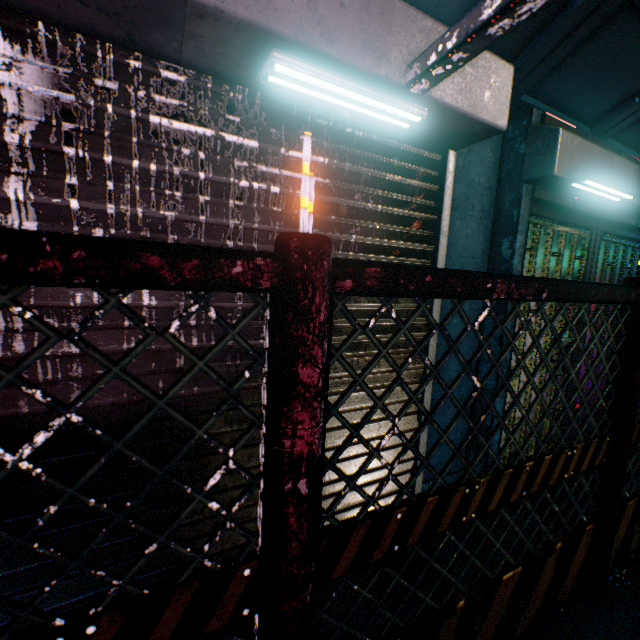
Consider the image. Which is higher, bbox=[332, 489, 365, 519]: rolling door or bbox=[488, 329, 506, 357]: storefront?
bbox=[488, 329, 506, 357]: storefront

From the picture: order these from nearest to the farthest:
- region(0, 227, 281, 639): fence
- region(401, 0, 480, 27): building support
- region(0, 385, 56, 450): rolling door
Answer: region(0, 227, 281, 639): fence → region(0, 385, 56, 450): rolling door → region(401, 0, 480, 27): building support

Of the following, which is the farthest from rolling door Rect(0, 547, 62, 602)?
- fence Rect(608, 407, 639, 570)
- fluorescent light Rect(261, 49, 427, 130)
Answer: fence Rect(608, 407, 639, 570)

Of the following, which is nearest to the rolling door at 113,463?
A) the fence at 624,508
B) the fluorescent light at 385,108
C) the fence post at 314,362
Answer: the fluorescent light at 385,108

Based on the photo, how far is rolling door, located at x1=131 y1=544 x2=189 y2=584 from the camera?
1.39m

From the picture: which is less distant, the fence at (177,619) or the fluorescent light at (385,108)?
the fence at (177,619)

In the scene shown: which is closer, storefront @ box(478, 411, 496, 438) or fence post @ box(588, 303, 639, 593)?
fence post @ box(588, 303, 639, 593)

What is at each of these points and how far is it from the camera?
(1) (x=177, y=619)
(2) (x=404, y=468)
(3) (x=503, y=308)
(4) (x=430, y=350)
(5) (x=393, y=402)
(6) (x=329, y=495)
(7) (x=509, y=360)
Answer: (1) fence, 0.8 meters
(2) rolling door, 2.0 meters
(3) storefront, 2.4 meters
(4) rolling door, 1.9 meters
(5) rolling door, 1.9 meters
(6) rolling door, 1.8 meters
(7) storefront, 2.5 meters
